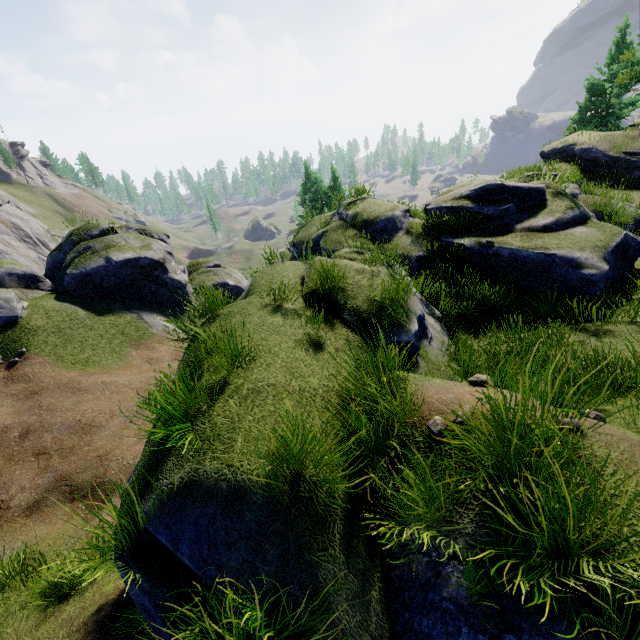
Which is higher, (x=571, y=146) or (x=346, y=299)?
(x=346, y=299)
